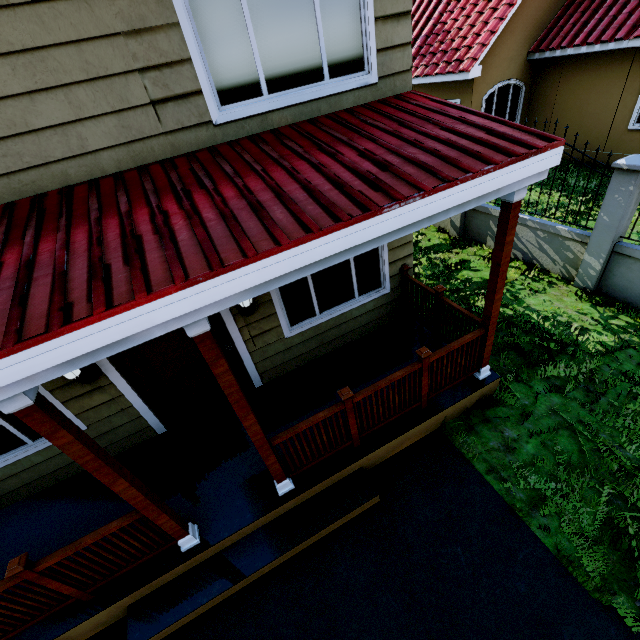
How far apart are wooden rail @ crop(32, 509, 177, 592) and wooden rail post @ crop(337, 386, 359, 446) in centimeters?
232cm

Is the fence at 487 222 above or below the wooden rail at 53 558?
below

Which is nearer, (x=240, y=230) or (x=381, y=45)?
(x=240, y=230)

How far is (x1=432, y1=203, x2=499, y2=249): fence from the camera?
7.7 meters

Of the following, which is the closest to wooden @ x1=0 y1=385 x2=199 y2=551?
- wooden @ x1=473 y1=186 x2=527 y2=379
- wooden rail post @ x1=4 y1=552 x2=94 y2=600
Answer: wooden rail post @ x1=4 y1=552 x2=94 y2=600

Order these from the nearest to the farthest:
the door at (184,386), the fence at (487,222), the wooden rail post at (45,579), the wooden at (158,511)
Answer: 1. the wooden at (158,511)
2. the wooden rail post at (45,579)
3. the door at (184,386)
4. the fence at (487,222)

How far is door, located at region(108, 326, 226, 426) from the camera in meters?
4.3 m

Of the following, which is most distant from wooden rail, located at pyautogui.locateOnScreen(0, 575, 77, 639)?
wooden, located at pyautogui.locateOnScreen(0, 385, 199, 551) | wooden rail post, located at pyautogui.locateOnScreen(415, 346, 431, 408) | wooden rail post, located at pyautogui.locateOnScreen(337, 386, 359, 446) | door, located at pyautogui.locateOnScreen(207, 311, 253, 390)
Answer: wooden rail post, located at pyautogui.locateOnScreen(415, 346, 431, 408)
